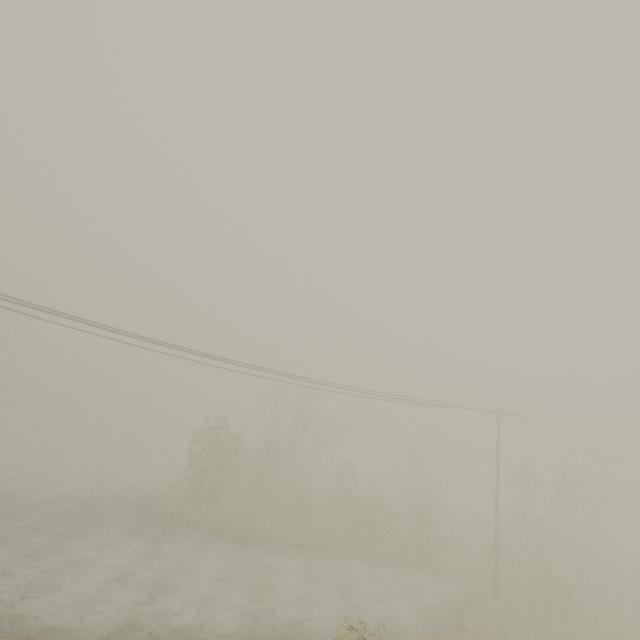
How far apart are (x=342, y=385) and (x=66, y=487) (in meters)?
23.36
